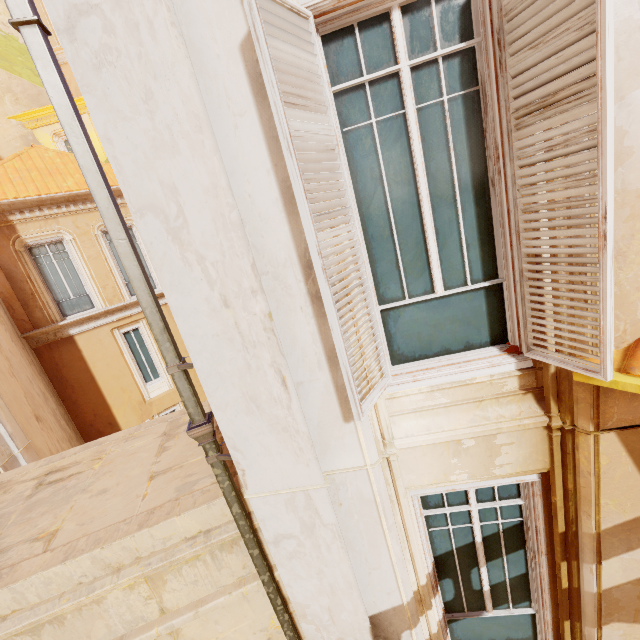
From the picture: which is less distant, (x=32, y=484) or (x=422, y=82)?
(x=422, y=82)

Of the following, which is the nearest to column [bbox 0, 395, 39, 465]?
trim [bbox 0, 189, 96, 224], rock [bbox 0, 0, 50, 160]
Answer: trim [bbox 0, 189, 96, 224]

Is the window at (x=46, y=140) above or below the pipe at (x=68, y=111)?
above

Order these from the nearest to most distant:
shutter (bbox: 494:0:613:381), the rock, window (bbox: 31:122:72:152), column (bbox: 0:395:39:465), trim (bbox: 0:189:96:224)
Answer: shutter (bbox: 494:0:613:381)
column (bbox: 0:395:39:465)
trim (bbox: 0:189:96:224)
the rock
window (bbox: 31:122:72:152)

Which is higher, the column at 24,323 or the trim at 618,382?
the column at 24,323

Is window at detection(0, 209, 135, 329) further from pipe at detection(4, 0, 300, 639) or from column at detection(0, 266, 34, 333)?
pipe at detection(4, 0, 300, 639)

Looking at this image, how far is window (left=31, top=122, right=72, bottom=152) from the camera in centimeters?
1756cm

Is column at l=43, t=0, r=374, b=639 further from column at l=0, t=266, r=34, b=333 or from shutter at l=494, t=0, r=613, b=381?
column at l=0, t=266, r=34, b=333
